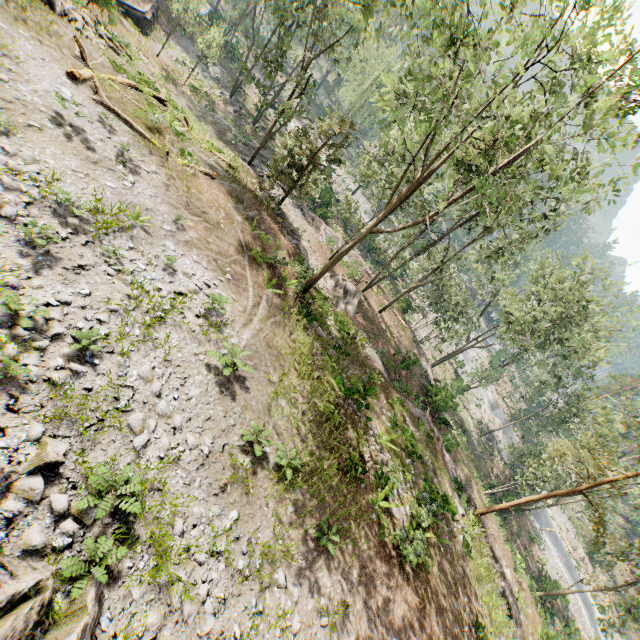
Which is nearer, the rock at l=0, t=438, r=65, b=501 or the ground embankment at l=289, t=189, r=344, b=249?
the rock at l=0, t=438, r=65, b=501

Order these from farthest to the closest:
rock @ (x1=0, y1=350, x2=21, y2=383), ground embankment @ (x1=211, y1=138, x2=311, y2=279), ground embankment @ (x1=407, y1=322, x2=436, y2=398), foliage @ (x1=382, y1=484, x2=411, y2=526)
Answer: ground embankment @ (x1=407, y1=322, x2=436, y2=398), ground embankment @ (x1=211, y1=138, x2=311, y2=279), foliage @ (x1=382, y1=484, x2=411, y2=526), rock @ (x1=0, y1=350, x2=21, y2=383)

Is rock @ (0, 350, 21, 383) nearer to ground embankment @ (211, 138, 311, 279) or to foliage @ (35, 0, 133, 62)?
foliage @ (35, 0, 133, 62)

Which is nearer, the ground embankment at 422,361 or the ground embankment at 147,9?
the ground embankment at 422,361

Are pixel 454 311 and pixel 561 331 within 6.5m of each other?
no

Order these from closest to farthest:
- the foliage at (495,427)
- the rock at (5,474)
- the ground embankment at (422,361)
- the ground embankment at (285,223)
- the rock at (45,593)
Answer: the rock at (45,593)
the rock at (5,474)
the ground embankment at (285,223)
the ground embankment at (422,361)
the foliage at (495,427)

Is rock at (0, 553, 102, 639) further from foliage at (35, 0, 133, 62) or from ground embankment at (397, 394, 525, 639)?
ground embankment at (397, 394, 525, 639)

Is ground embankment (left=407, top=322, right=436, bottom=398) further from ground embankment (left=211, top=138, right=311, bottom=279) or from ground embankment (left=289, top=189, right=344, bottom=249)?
ground embankment (left=211, top=138, right=311, bottom=279)
